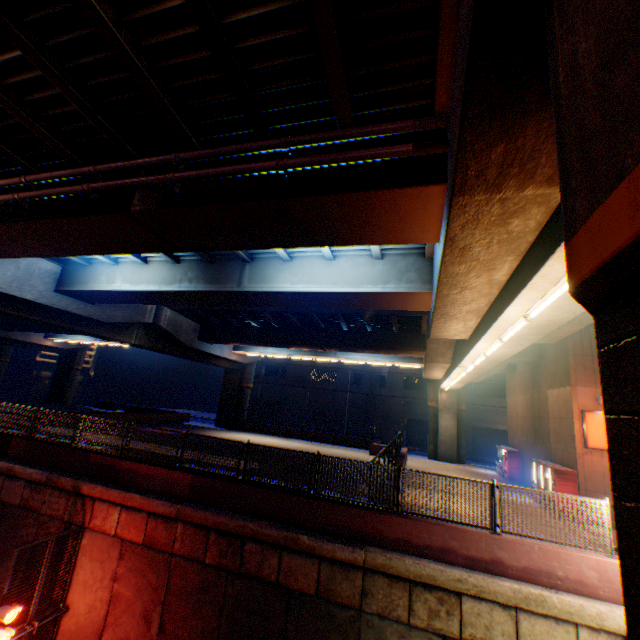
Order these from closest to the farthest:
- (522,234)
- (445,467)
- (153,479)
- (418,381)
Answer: (522,234) → (153,479) → (445,467) → (418,381)

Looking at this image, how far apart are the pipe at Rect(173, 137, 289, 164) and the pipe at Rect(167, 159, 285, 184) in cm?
30

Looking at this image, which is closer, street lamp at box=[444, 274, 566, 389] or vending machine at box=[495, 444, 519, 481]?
street lamp at box=[444, 274, 566, 389]

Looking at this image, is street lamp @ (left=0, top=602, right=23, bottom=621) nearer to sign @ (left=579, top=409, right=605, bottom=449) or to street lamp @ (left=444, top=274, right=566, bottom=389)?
street lamp @ (left=444, top=274, right=566, bottom=389)

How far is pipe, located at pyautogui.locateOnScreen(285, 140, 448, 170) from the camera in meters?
5.5 m

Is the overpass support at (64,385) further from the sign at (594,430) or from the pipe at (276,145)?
the sign at (594,430)

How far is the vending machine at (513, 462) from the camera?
22.1 meters
